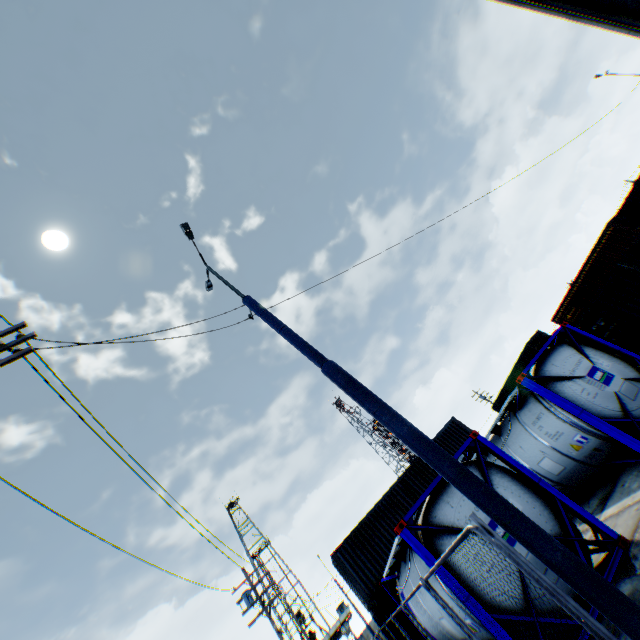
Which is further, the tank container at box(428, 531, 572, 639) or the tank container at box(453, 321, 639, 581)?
the tank container at box(453, 321, 639, 581)

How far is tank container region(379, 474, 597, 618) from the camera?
5.9m

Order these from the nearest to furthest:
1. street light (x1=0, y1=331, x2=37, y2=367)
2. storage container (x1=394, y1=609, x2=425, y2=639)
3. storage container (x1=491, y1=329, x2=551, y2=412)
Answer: street light (x1=0, y1=331, x2=37, y2=367) → storage container (x1=394, y1=609, x2=425, y2=639) → storage container (x1=491, y1=329, x2=551, y2=412)

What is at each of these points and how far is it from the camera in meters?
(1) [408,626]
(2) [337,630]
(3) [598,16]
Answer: (1) storage container, 12.6 m
(2) landrig, 49.0 m
(3) building, 6.6 m

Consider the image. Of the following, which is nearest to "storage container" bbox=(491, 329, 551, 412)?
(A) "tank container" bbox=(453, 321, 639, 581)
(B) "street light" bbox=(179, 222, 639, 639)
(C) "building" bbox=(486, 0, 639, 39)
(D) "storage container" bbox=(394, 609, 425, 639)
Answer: (D) "storage container" bbox=(394, 609, 425, 639)

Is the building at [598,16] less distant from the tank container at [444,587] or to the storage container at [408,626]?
the tank container at [444,587]

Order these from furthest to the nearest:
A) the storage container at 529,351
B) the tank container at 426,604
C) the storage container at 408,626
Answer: the storage container at 529,351 → the storage container at 408,626 → the tank container at 426,604

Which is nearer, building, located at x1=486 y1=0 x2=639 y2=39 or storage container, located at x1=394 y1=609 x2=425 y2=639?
building, located at x1=486 y1=0 x2=639 y2=39
